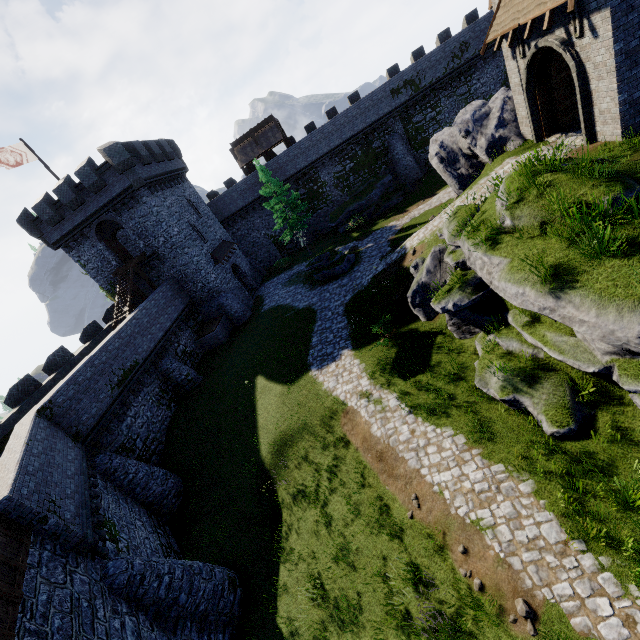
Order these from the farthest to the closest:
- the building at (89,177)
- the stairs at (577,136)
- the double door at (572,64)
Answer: the building at (89,177) → the stairs at (577,136) → the double door at (572,64)

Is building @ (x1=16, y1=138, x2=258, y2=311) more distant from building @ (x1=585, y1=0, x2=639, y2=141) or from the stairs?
the stairs

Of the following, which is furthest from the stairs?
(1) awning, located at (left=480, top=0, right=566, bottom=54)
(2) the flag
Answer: (2) the flag

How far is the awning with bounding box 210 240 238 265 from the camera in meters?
30.9

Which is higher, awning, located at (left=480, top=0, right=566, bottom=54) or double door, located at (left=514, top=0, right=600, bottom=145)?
awning, located at (left=480, top=0, right=566, bottom=54)

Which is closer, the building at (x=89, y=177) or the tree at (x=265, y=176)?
the building at (x=89, y=177)

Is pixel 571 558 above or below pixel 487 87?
below

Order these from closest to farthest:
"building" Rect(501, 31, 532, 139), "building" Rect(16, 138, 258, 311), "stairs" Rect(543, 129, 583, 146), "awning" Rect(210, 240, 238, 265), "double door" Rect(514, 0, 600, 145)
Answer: "double door" Rect(514, 0, 600, 145), "stairs" Rect(543, 129, 583, 146), "building" Rect(501, 31, 532, 139), "building" Rect(16, 138, 258, 311), "awning" Rect(210, 240, 238, 265)
